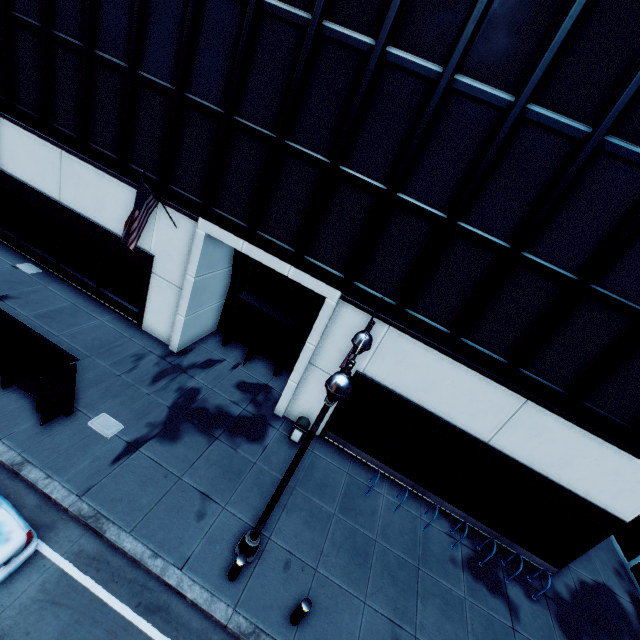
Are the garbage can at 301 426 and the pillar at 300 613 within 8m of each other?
yes

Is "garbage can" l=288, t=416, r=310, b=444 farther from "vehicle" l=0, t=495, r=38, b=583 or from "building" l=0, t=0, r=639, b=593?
"vehicle" l=0, t=495, r=38, b=583

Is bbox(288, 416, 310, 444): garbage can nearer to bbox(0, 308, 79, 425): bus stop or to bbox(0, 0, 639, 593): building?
bbox(0, 0, 639, 593): building

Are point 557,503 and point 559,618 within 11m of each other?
yes

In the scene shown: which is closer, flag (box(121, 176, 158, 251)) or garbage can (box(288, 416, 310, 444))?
flag (box(121, 176, 158, 251))

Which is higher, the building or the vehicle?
the building

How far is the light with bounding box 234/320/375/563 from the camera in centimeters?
505cm

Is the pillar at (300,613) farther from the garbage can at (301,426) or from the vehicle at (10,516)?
the vehicle at (10,516)
